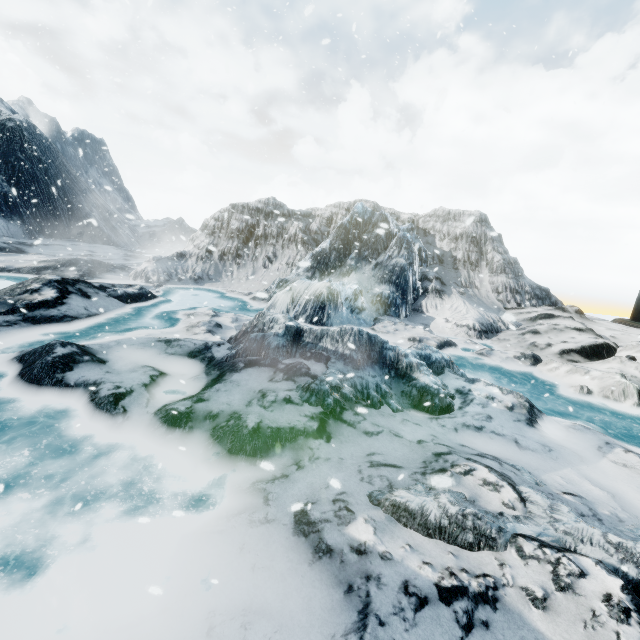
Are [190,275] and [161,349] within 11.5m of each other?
yes
